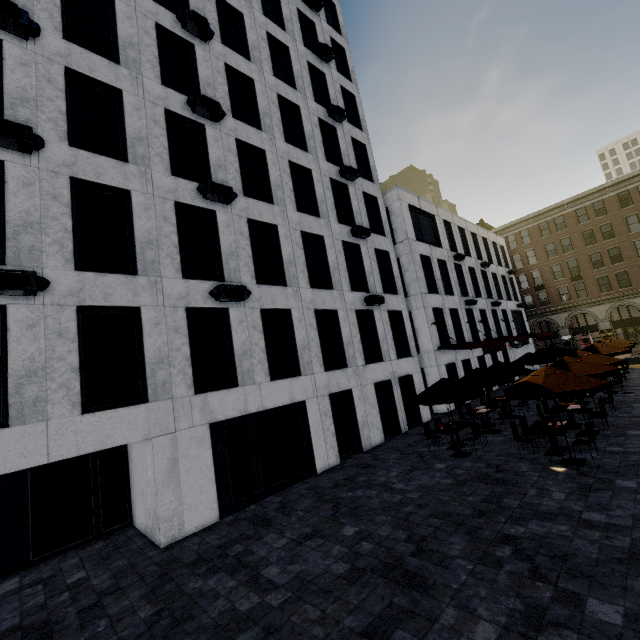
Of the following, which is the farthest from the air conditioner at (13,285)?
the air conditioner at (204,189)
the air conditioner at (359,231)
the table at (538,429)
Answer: the table at (538,429)

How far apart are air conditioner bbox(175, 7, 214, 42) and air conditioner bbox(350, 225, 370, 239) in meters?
10.4 m

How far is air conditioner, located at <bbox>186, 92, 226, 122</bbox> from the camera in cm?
1229

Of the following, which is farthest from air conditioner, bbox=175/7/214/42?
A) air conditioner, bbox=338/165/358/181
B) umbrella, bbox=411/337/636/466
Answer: umbrella, bbox=411/337/636/466

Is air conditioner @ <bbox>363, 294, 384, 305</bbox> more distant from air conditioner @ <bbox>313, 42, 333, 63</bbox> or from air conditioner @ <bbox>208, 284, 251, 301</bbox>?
air conditioner @ <bbox>313, 42, 333, 63</bbox>

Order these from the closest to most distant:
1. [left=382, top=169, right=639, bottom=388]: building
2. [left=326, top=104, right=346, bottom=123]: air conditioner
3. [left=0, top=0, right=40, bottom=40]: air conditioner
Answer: [left=0, top=0, right=40, bottom=40]: air conditioner < [left=326, top=104, right=346, bottom=123]: air conditioner < [left=382, top=169, right=639, bottom=388]: building

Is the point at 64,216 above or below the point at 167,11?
below

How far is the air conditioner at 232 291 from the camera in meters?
11.0
